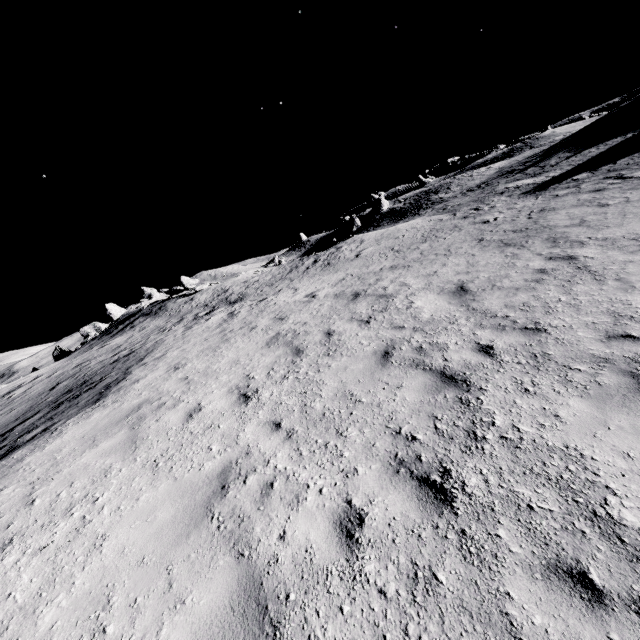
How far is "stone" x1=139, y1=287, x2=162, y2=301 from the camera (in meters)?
55.67

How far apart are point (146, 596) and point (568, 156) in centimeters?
3510cm

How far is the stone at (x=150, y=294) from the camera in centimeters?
5567cm
